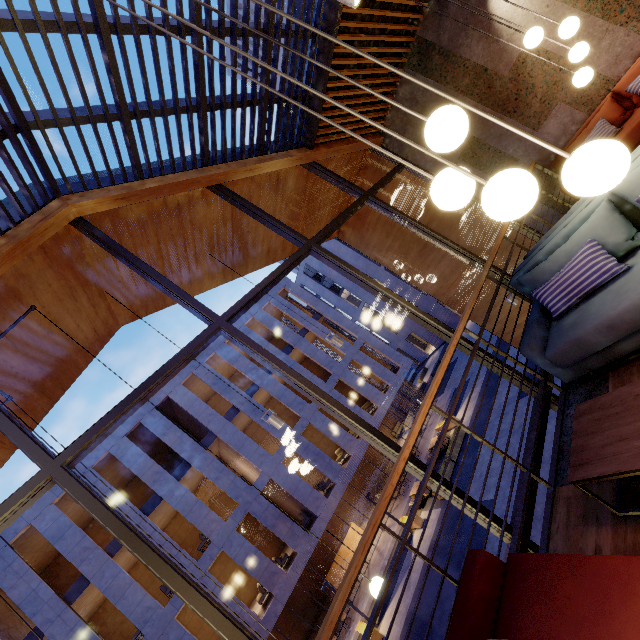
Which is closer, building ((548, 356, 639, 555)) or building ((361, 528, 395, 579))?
building ((548, 356, 639, 555))

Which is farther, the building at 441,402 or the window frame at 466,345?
the building at 441,402

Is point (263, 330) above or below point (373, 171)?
above

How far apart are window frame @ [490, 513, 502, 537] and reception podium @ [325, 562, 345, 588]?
22.0 meters

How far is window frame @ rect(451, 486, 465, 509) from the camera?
3.32m

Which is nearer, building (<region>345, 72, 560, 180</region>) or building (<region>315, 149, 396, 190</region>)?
building (<region>345, 72, 560, 180</region>)

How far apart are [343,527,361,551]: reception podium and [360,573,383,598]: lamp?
21.6 meters

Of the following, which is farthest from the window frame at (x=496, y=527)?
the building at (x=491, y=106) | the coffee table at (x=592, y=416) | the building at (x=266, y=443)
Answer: the building at (x=266, y=443)
